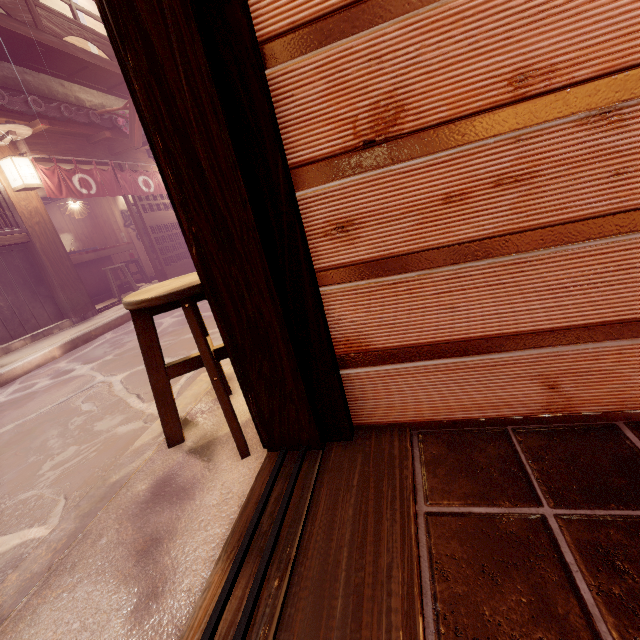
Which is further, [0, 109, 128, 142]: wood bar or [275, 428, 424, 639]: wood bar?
[0, 109, 128, 142]: wood bar

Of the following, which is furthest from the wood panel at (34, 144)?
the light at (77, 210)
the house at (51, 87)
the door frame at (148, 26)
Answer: the house at (51, 87)

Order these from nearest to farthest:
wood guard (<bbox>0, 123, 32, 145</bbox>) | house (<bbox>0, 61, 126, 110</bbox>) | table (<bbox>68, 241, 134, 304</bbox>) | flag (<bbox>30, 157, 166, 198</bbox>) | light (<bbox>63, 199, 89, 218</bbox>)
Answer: wood guard (<bbox>0, 123, 32, 145</bbox>) → flag (<bbox>30, 157, 166, 198</bbox>) → house (<bbox>0, 61, 126, 110</bbox>) → table (<bbox>68, 241, 134, 304</bbox>) → light (<bbox>63, 199, 89, 218</bbox>)

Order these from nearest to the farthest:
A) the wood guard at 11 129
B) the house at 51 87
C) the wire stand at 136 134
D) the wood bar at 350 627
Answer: the wood bar at 350 627 < the wood guard at 11 129 < the house at 51 87 < the wire stand at 136 134

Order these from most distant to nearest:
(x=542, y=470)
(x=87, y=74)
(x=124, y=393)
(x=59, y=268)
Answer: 1. (x=87, y=74)
2. (x=59, y=268)
3. (x=124, y=393)
4. (x=542, y=470)

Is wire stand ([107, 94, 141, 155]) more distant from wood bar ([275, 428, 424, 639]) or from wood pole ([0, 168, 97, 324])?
wood bar ([275, 428, 424, 639])

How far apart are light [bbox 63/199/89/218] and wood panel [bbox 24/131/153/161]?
3.27m

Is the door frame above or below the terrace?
below
